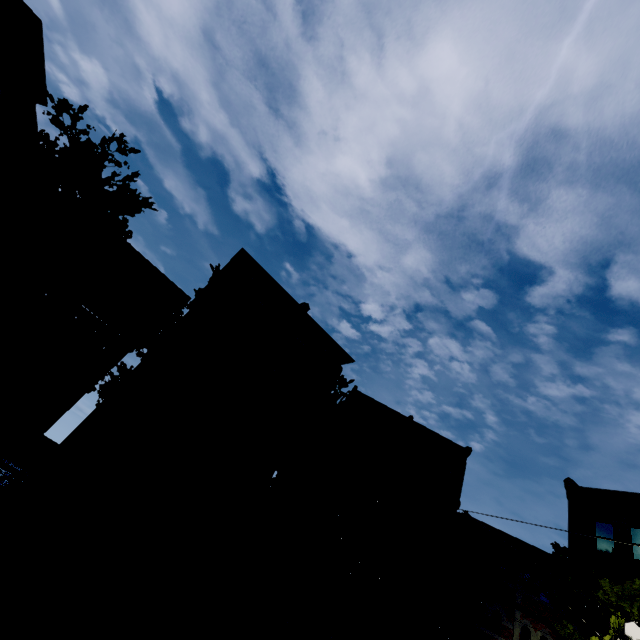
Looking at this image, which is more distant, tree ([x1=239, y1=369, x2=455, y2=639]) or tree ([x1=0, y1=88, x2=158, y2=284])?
tree ([x1=239, y1=369, x2=455, y2=639])

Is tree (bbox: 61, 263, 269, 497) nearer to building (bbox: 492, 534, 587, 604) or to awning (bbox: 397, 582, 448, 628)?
building (bbox: 492, 534, 587, 604)

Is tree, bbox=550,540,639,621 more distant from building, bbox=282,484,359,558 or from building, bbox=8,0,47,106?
building, bbox=8,0,47,106

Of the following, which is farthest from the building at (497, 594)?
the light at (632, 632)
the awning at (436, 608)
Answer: the light at (632, 632)

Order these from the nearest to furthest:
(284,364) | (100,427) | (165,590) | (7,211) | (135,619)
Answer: (135,619), (165,590), (7,211), (100,427), (284,364)

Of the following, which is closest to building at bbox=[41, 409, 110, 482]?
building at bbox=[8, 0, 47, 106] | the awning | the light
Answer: the awning

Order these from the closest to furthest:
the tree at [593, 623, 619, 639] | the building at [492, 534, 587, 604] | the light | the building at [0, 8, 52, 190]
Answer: the light, the building at [0, 8, 52, 190], the tree at [593, 623, 619, 639], the building at [492, 534, 587, 604]

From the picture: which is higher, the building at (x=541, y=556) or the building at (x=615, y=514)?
the building at (x=615, y=514)
